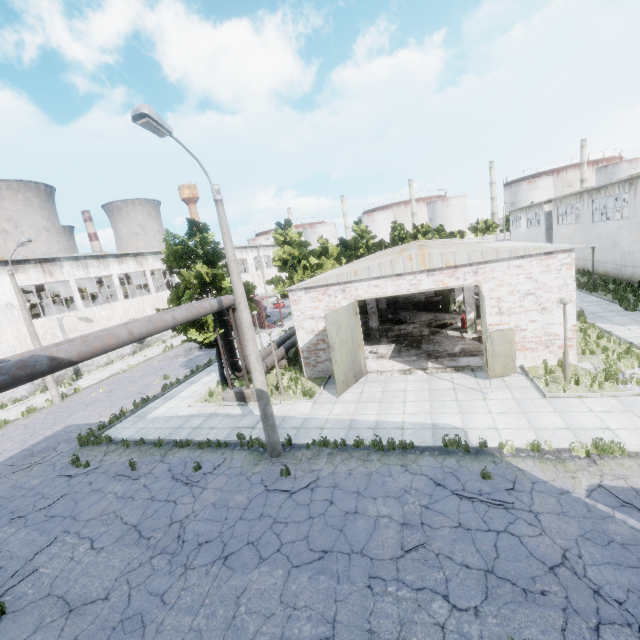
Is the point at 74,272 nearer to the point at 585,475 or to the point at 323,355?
the point at 323,355

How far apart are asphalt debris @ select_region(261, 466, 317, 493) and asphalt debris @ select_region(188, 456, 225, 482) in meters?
1.7

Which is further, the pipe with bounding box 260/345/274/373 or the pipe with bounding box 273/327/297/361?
the pipe with bounding box 273/327/297/361

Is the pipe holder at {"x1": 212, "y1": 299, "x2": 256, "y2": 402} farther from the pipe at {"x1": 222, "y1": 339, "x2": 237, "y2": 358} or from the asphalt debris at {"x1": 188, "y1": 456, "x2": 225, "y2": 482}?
the asphalt debris at {"x1": 188, "y1": 456, "x2": 225, "y2": 482}

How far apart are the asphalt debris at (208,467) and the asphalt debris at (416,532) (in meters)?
6.41

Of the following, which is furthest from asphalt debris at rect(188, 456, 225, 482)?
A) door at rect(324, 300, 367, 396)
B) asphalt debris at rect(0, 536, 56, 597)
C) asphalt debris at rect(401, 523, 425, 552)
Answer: asphalt debris at rect(401, 523, 425, 552)

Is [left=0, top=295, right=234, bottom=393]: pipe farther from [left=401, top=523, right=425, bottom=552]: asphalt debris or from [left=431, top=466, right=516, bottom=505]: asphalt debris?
[left=431, top=466, right=516, bottom=505]: asphalt debris

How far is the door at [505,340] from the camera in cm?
1299
